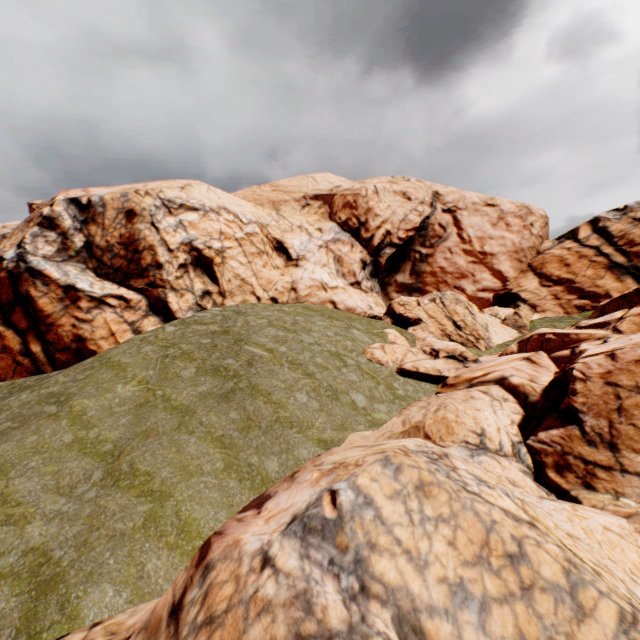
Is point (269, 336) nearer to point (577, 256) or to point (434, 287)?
point (434, 287)
